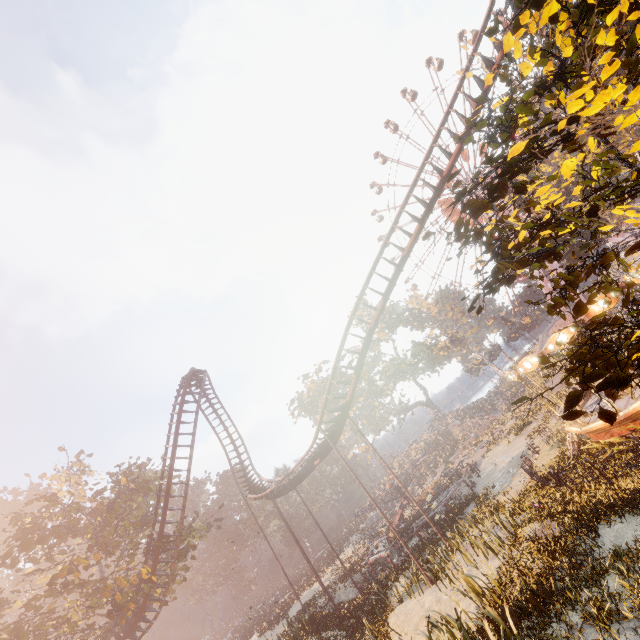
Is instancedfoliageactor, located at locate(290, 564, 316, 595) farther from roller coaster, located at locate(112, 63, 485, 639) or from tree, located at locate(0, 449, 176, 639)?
roller coaster, located at locate(112, 63, 485, 639)

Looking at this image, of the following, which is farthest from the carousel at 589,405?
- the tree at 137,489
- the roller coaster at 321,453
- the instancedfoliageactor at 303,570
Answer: the instancedfoliageactor at 303,570

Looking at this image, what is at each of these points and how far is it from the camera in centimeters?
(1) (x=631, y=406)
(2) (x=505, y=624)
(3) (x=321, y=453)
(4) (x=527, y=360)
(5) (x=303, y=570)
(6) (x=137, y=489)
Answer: (1) carousel, 1276cm
(2) instancedfoliageactor, 743cm
(3) roller coaster, 2312cm
(4) carousel, 1527cm
(5) instancedfoliageactor, 5284cm
(6) tree, 2822cm

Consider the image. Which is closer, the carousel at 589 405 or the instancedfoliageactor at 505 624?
the instancedfoliageactor at 505 624

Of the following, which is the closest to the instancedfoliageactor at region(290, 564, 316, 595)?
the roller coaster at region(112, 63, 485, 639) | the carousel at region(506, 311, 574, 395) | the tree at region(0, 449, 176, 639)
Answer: the tree at region(0, 449, 176, 639)

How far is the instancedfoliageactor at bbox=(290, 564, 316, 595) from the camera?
37.7 meters

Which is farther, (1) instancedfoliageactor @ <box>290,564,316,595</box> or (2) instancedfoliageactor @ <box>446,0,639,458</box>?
(1) instancedfoliageactor @ <box>290,564,316,595</box>

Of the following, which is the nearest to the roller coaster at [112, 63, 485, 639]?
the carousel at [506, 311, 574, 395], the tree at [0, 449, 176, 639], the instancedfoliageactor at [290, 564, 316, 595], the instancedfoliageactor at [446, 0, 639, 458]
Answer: the tree at [0, 449, 176, 639]
